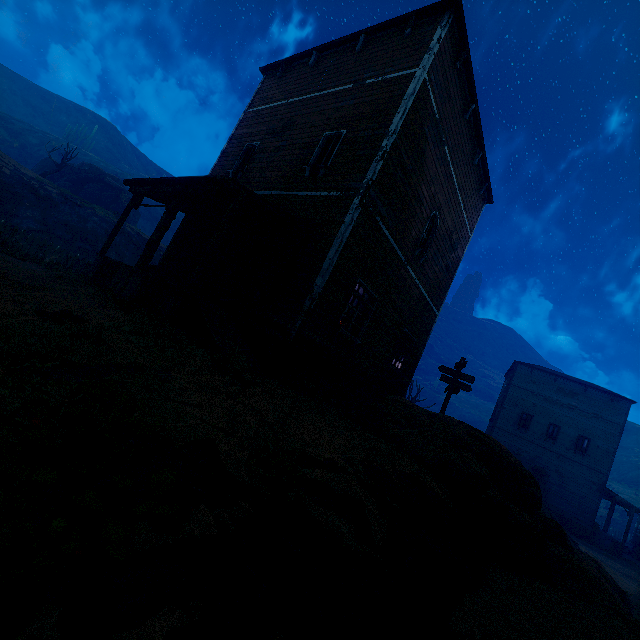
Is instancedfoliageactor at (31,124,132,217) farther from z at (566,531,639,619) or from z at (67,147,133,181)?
z at (67,147,133,181)

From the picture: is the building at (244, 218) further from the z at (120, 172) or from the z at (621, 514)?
the z at (120, 172)

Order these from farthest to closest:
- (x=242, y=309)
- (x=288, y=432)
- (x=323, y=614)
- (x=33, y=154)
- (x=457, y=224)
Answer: (x=33, y=154)
(x=457, y=224)
(x=242, y=309)
(x=288, y=432)
(x=323, y=614)

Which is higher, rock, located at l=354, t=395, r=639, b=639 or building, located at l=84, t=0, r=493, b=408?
building, located at l=84, t=0, r=493, b=408

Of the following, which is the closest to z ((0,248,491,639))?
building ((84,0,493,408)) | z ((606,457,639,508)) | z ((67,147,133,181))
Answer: building ((84,0,493,408))

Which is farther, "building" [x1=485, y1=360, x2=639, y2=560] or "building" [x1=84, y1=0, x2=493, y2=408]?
"building" [x1=485, y1=360, x2=639, y2=560]

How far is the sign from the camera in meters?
11.9 m

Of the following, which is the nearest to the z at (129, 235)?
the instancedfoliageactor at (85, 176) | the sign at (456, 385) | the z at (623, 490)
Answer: the instancedfoliageactor at (85, 176)
